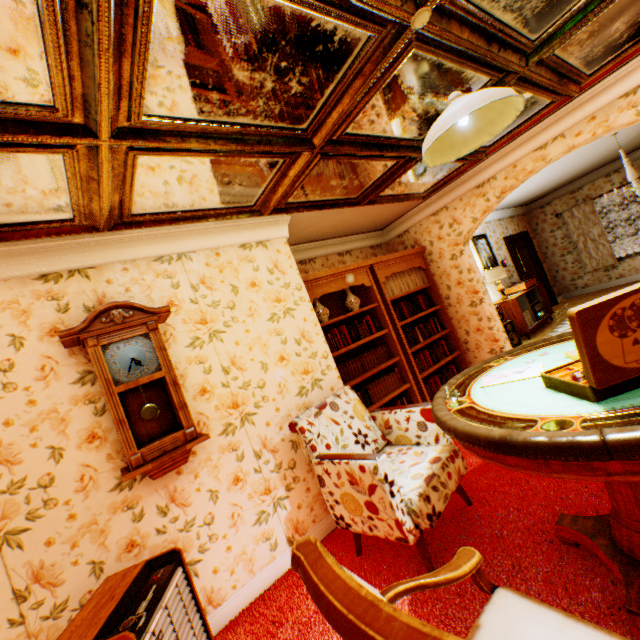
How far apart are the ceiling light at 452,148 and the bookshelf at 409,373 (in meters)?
2.26

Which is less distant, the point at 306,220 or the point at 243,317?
the point at 243,317

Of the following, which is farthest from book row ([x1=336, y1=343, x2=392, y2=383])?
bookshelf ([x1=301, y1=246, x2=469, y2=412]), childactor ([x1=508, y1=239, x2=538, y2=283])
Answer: childactor ([x1=508, y1=239, x2=538, y2=283])

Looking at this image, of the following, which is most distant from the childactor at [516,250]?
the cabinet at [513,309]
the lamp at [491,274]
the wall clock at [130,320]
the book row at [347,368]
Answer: the wall clock at [130,320]

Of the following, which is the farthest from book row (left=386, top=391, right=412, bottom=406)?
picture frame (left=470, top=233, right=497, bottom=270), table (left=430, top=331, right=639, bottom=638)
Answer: picture frame (left=470, top=233, right=497, bottom=270)

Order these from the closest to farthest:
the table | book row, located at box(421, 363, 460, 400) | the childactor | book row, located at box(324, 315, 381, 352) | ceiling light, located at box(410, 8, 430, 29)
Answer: the table → ceiling light, located at box(410, 8, 430, 29) → book row, located at box(324, 315, 381, 352) → book row, located at box(421, 363, 460, 400) → the childactor

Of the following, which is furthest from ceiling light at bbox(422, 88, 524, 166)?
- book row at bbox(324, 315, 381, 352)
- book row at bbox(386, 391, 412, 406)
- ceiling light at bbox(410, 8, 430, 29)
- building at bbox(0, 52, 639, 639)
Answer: book row at bbox(386, 391, 412, 406)

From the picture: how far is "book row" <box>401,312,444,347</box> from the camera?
4.9m
